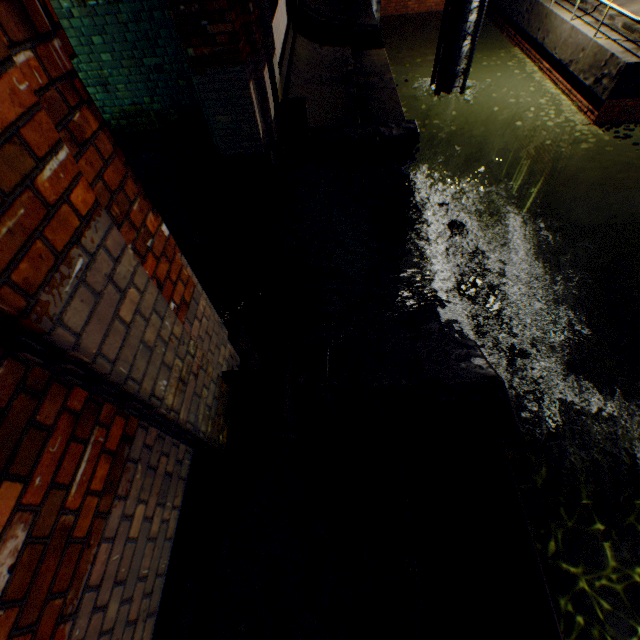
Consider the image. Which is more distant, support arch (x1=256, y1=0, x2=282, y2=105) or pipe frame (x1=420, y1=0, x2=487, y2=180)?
pipe frame (x1=420, y1=0, x2=487, y2=180)

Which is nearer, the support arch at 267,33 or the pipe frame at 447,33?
the support arch at 267,33

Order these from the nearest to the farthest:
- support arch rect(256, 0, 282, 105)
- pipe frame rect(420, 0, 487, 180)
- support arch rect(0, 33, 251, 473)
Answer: support arch rect(0, 33, 251, 473), support arch rect(256, 0, 282, 105), pipe frame rect(420, 0, 487, 180)

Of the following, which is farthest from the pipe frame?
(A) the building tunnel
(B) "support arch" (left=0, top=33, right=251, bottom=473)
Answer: (B) "support arch" (left=0, top=33, right=251, bottom=473)

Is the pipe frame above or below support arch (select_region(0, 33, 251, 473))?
below

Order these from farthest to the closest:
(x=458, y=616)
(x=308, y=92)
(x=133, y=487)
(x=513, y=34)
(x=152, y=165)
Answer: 1. (x=513, y=34)
2. (x=308, y=92)
3. (x=152, y=165)
4. (x=458, y=616)
5. (x=133, y=487)

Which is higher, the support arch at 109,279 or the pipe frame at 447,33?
the support arch at 109,279

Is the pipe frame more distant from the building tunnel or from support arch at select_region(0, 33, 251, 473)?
support arch at select_region(0, 33, 251, 473)
